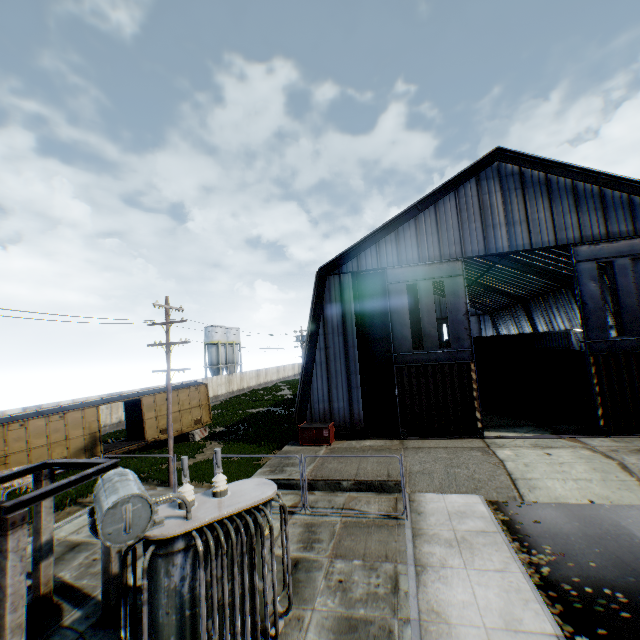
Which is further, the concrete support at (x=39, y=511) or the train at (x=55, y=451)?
the train at (x=55, y=451)

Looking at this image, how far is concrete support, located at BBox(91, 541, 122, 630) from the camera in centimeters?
755cm

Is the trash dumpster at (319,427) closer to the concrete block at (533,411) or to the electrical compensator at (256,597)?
the electrical compensator at (256,597)

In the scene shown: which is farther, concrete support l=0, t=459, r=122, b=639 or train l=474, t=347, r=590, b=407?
train l=474, t=347, r=590, b=407

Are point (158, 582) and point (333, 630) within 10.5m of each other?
yes

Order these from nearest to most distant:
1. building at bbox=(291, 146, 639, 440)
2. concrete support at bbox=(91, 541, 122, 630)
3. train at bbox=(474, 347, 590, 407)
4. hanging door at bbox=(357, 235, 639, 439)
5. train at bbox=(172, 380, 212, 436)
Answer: concrete support at bbox=(91, 541, 122, 630), hanging door at bbox=(357, 235, 639, 439), building at bbox=(291, 146, 639, 440), train at bbox=(474, 347, 590, 407), train at bbox=(172, 380, 212, 436)

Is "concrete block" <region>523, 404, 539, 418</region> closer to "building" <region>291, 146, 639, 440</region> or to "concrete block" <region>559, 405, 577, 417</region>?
"concrete block" <region>559, 405, 577, 417</region>

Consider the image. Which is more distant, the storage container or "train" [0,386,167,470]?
the storage container
